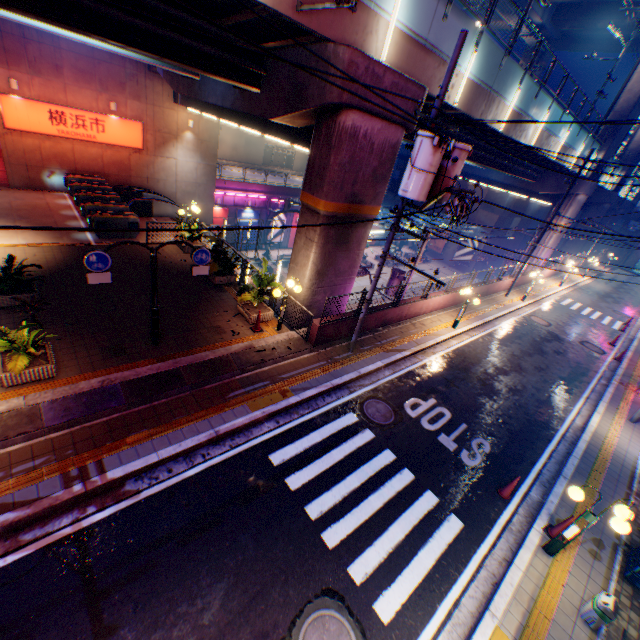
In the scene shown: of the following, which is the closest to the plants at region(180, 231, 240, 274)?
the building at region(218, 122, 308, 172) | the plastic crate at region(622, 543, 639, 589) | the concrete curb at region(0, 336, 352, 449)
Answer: the concrete curb at region(0, 336, 352, 449)

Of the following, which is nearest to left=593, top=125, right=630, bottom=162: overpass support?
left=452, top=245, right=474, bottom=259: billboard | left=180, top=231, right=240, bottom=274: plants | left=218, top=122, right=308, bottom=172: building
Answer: left=180, top=231, right=240, bottom=274: plants

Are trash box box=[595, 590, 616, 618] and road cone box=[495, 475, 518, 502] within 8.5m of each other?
yes

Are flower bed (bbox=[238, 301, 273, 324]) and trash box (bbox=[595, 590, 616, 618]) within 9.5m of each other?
no

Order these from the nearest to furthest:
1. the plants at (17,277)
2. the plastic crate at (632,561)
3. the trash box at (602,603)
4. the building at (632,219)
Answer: the trash box at (602,603) < the plastic crate at (632,561) < the plants at (17,277) < the building at (632,219)

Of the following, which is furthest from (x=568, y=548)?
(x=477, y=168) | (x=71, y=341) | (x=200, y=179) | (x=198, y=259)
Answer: (x=477, y=168)

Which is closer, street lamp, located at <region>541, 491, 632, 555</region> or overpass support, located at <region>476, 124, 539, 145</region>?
street lamp, located at <region>541, 491, 632, 555</region>

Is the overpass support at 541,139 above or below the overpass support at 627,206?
above
